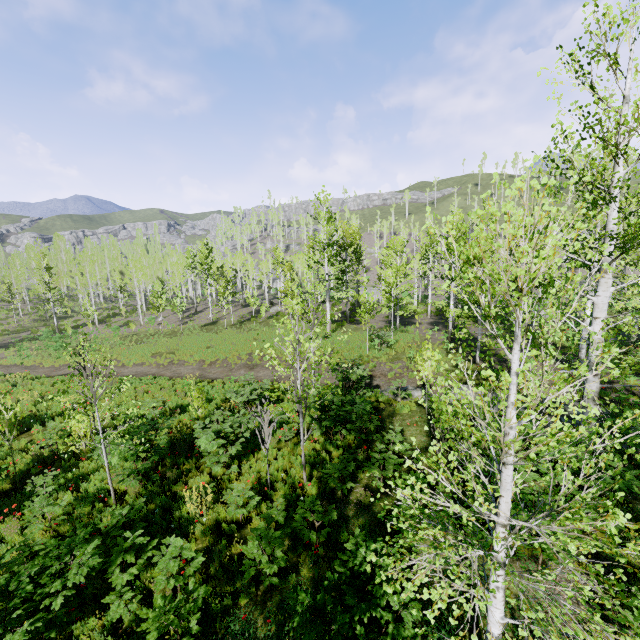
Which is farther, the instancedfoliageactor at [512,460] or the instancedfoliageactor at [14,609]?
the instancedfoliageactor at [14,609]

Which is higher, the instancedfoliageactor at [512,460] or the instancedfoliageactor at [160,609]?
the instancedfoliageactor at [512,460]

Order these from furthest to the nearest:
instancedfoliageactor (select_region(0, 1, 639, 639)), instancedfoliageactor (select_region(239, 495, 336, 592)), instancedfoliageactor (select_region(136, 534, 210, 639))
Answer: instancedfoliageactor (select_region(239, 495, 336, 592)) < instancedfoliageactor (select_region(136, 534, 210, 639)) < instancedfoliageactor (select_region(0, 1, 639, 639))

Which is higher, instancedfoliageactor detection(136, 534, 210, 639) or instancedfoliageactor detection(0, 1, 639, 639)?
instancedfoliageactor detection(0, 1, 639, 639)

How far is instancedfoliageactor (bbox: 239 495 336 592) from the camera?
5.86m

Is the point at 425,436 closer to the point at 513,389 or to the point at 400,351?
the point at 513,389

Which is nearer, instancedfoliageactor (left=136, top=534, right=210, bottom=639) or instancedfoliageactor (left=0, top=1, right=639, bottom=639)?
instancedfoliageactor (left=0, top=1, right=639, bottom=639)
